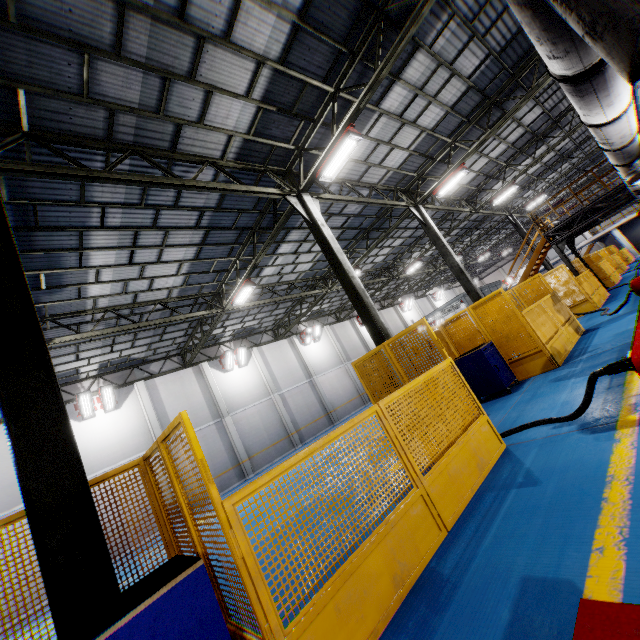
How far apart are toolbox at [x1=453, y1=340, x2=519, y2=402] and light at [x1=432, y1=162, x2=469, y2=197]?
9.06m

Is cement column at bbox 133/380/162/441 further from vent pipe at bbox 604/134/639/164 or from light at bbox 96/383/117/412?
Result: vent pipe at bbox 604/134/639/164

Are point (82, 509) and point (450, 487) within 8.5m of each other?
yes

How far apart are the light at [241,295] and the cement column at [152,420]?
8.79m

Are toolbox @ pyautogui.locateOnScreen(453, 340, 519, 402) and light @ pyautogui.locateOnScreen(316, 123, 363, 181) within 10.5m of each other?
yes

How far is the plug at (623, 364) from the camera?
3.8m

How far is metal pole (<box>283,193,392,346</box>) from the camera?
9.31m

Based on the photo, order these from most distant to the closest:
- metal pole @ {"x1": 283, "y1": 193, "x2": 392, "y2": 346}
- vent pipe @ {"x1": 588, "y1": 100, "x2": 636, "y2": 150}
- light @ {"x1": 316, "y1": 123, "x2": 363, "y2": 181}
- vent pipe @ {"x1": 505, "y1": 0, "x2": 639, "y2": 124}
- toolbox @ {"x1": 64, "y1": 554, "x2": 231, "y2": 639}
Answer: metal pole @ {"x1": 283, "y1": 193, "x2": 392, "y2": 346} → light @ {"x1": 316, "y1": 123, "x2": 363, "y2": 181} → vent pipe @ {"x1": 588, "y1": 100, "x2": 636, "y2": 150} → toolbox @ {"x1": 64, "y1": 554, "x2": 231, "y2": 639} → vent pipe @ {"x1": 505, "y1": 0, "x2": 639, "y2": 124}
